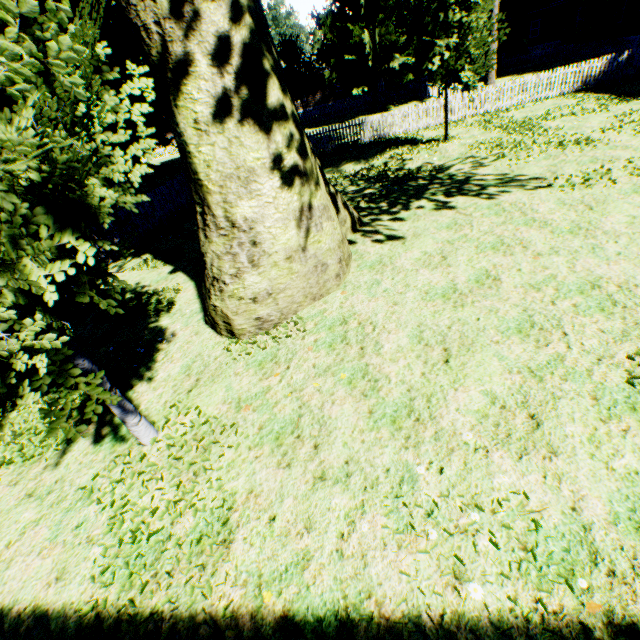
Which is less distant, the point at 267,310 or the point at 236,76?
the point at 236,76

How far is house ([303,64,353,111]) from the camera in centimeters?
4066cm

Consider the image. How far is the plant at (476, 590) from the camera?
2.5m

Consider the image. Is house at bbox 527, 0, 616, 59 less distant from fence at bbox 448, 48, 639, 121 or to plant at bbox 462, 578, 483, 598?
plant at bbox 462, 578, 483, 598

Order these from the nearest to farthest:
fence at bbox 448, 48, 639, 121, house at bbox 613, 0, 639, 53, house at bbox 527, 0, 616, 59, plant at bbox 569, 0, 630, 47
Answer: fence at bbox 448, 48, 639, 121 < house at bbox 613, 0, 639, 53 < plant at bbox 569, 0, 630, 47 < house at bbox 527, 0, 616, 59

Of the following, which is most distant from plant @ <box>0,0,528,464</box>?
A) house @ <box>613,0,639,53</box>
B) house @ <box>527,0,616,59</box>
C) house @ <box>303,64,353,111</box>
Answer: house @ <box>303,64,353,111</box>

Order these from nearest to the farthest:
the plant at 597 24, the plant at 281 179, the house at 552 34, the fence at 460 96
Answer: the plant at 281 179 → the fence at 460 96 → the plant at 597 24 → the house at 552 34

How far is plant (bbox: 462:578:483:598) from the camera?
2.5 meters
